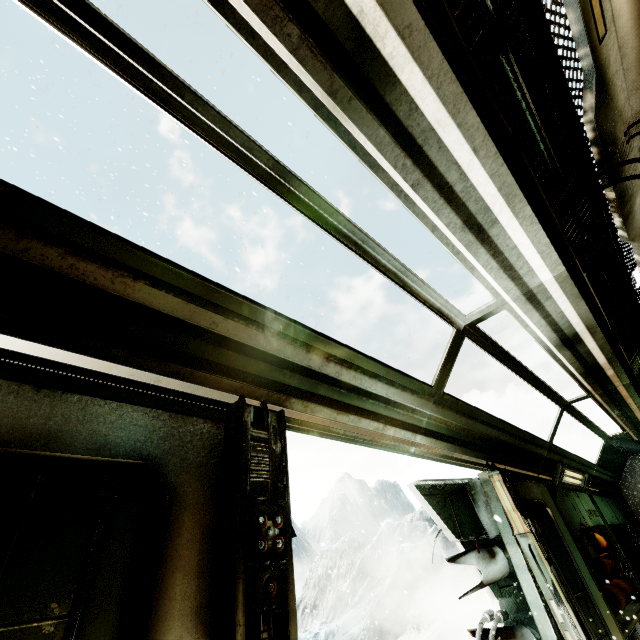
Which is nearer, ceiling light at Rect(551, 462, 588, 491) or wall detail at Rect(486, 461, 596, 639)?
wall detail at Rect(486, 461, 596, 639)

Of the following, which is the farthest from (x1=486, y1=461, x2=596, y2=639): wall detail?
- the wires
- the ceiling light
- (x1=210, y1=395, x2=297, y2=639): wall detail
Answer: (x1=210, y1=395, x2=297, y2=639): wall detail

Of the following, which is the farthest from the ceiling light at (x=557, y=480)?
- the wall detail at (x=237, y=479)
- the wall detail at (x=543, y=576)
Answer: the wall detail at (x=237, y=479)

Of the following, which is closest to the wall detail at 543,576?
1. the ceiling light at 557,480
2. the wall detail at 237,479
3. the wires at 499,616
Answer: the wires at 499,616

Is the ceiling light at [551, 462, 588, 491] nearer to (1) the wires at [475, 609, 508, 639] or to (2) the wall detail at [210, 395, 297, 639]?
(1) the wires at [475, 609, 508, 639]

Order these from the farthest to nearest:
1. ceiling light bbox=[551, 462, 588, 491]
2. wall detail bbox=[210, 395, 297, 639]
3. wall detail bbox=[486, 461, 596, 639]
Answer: ceiling light bbox=[551, 462, 588, 491], wall detail bbox=[486, 461, 596, 639], wall detail bbox=[210, 395, 297, 639]

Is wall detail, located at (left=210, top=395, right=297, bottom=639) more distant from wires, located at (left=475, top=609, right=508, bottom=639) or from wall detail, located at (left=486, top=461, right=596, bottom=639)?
wall detail, located at (left=486, top=461, right=596, bottom=639)

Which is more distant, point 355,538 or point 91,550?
point 355,538
